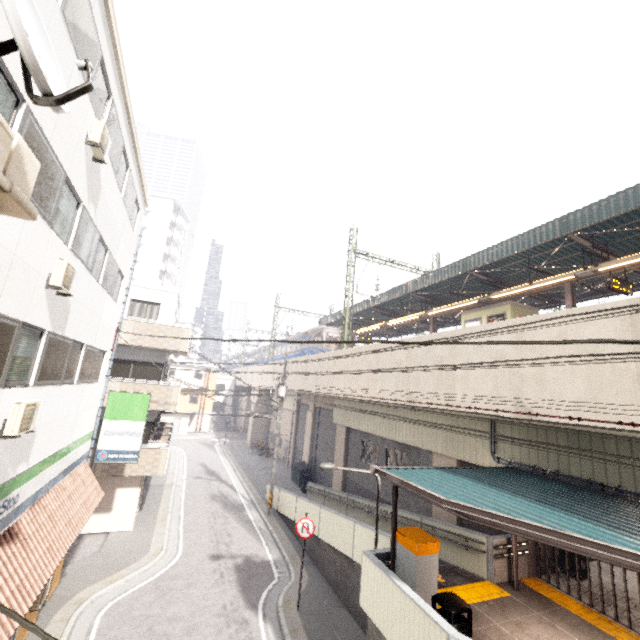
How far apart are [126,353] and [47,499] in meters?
9.2

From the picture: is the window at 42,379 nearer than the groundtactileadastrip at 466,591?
Yes

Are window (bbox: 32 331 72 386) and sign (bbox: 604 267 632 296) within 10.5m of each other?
no

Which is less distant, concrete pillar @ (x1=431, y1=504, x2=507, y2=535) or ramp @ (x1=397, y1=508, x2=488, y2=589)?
ramp @ (x1=397, y1=508, x2=488, y2=589)

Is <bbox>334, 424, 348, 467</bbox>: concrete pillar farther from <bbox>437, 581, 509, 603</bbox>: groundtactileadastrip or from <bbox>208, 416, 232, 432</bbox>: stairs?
<bbox>208, 416, 232, 432</bbox>: stairs

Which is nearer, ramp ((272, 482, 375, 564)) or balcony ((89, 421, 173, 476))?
ramp ((272, 482, 375, 564))

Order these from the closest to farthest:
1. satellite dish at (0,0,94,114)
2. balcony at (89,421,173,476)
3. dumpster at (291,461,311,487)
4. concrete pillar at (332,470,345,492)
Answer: satellite dish at (0,0,94,114)
balcony at (89,421,173,476)
concrete pillar at (332,470,345,492)
dumpster at (291,461,311,487)

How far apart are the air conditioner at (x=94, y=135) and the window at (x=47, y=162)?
1.0 meters
